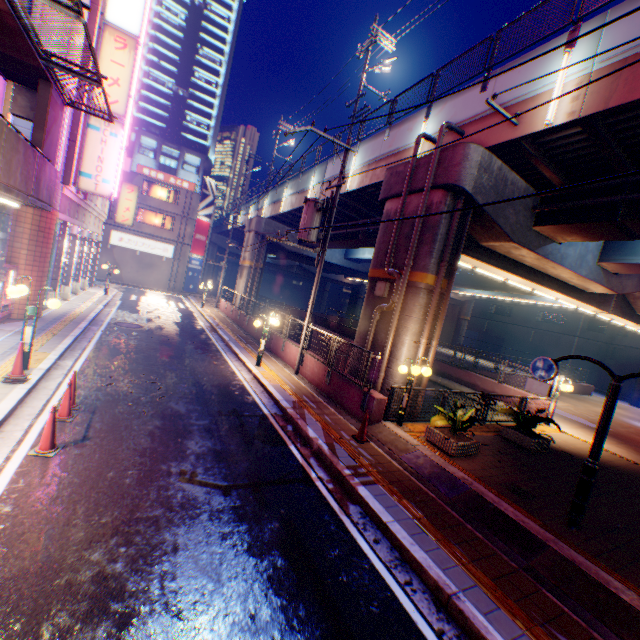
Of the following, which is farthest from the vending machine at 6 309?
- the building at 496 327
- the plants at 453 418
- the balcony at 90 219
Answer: the building at 496 327

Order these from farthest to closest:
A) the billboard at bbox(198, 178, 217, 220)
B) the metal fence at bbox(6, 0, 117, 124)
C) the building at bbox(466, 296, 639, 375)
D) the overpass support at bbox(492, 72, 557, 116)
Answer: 1. the building at bbox(466, 296, 639, 375)
2. the billboard at bbox(198, 178, 217, 220)
3. the overpass support at bbox(492, 72, 557, 116)
4. the metal fence at bbox(6, 0, 117, 124)

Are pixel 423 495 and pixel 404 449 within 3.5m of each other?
yes

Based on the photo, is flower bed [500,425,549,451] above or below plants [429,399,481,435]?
below

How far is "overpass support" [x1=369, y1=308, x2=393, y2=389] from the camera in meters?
11.8 m

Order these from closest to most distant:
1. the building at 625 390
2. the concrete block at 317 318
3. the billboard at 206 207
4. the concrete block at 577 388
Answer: the concrete block at 577 388 → the concrete block at 317 318 → the building at 625 390 → the billboard at 206 207

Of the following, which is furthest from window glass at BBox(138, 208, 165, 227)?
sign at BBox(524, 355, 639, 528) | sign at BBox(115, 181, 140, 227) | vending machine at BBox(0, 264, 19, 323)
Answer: sign at BBox(524, 355, 639, 528)
